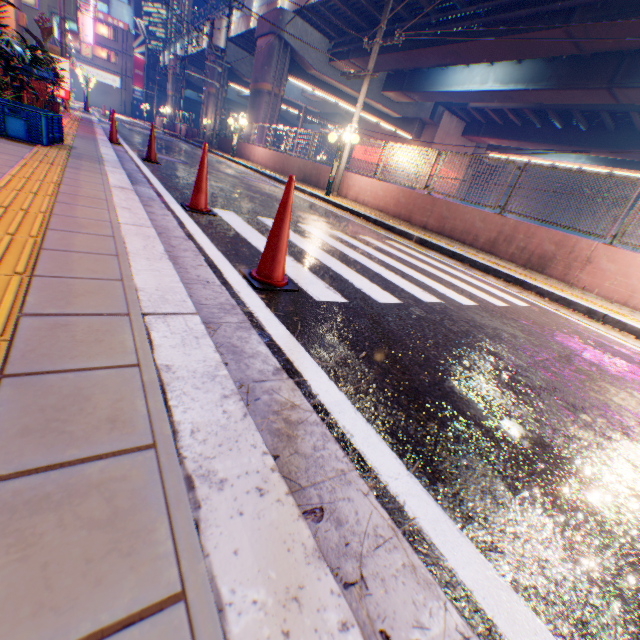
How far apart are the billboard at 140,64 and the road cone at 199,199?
69.3m

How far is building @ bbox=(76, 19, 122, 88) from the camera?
A: 49.31m

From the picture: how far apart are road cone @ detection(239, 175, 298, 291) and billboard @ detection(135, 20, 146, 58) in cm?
7220

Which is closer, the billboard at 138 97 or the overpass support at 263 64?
the overpass support at 263 64

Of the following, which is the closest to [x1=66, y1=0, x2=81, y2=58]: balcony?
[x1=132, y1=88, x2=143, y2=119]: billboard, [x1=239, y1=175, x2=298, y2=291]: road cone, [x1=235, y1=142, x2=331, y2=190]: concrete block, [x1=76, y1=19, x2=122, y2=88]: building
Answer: [x1=235, y1=142, x2=331, y2=190]: concrete block

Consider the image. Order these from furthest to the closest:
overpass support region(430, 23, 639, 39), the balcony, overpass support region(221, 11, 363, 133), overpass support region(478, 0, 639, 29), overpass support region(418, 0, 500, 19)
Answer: overpass support region(221, 11, 363, 133)
the balcony
overpass support region(418, 0, 500, 19)
overpass support region(430, 23, 639, 39)
overpass support region(478, 0, 639, 29)

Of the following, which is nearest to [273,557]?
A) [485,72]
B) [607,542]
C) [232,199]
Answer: [607,542]

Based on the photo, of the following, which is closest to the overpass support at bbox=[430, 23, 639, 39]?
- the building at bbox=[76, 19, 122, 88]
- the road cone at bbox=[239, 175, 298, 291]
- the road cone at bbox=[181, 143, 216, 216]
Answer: the building at bbox=[76, 19, 122, 88]
